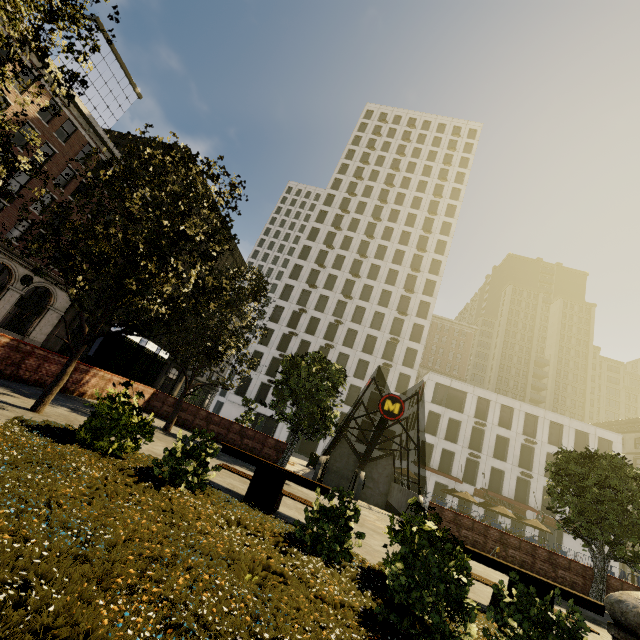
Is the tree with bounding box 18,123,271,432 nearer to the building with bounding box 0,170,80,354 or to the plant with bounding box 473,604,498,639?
the plant with bounding box 473,604,498,639

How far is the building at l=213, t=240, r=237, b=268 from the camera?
56.4m

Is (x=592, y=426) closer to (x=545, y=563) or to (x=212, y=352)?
(x=545, y=563)

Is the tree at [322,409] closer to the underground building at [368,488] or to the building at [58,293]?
the underground building at [368,488]

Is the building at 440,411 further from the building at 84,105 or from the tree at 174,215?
the building at 84,105

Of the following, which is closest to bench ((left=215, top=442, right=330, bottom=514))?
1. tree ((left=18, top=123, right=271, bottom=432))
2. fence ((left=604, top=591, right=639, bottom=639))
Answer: tree ((left=18, top=123, right=271, bottom=432))

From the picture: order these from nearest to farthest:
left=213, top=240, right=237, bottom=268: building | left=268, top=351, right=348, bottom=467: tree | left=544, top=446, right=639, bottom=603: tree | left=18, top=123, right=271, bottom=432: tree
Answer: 1. left=18, top=123, right=271, bottom=432: tree
2. left=544, top=446, right=639, bottom=603: tree
3. left=268, top=351, right=348, bottom=467: tree
4. left=213, top=240, right=237, bottom=268: building

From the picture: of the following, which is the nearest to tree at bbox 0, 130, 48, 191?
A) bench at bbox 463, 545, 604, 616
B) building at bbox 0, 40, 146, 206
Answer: bench at bbox 463, 545, 604, 616
